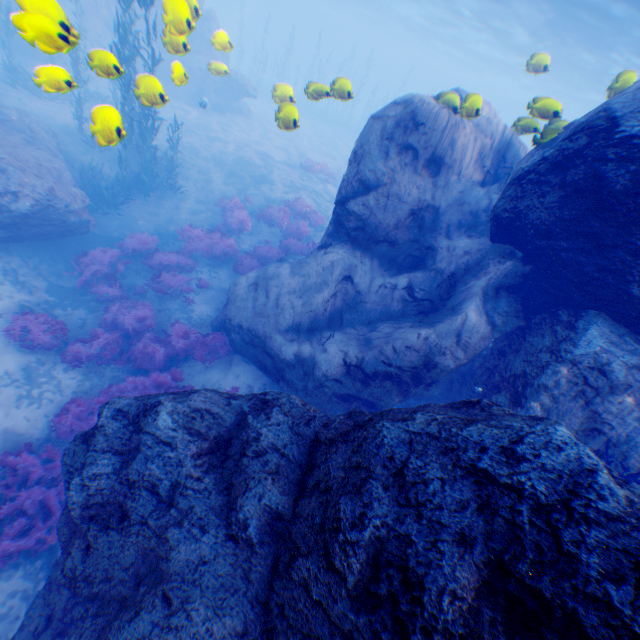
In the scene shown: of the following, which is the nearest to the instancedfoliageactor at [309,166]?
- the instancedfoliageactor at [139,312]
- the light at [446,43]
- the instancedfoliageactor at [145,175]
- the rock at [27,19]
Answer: the rock at [27,19]

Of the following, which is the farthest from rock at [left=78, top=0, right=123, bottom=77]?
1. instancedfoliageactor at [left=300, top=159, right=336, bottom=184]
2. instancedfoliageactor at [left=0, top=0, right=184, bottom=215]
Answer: instancedfoliageactor at [left=300, top=159, right=336, bottom=184]

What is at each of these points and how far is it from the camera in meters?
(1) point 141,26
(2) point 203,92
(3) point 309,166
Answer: (1) rock, 21.0
(2) rock, 24.6
(3) instancedfoliageactor, 21.5

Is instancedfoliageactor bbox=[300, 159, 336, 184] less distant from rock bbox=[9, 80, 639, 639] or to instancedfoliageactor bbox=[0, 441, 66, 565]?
rock bbox=[9, 80, 639, 639]

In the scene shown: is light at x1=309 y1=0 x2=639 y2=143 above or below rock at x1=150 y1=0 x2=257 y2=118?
above

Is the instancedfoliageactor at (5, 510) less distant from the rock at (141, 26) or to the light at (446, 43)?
the rock at (141, 26)

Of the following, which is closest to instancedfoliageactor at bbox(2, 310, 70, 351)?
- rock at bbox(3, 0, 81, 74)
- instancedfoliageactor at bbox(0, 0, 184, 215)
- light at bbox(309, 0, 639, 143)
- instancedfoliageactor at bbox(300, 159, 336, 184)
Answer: rock at bbox(3, 0, 81, 74)
